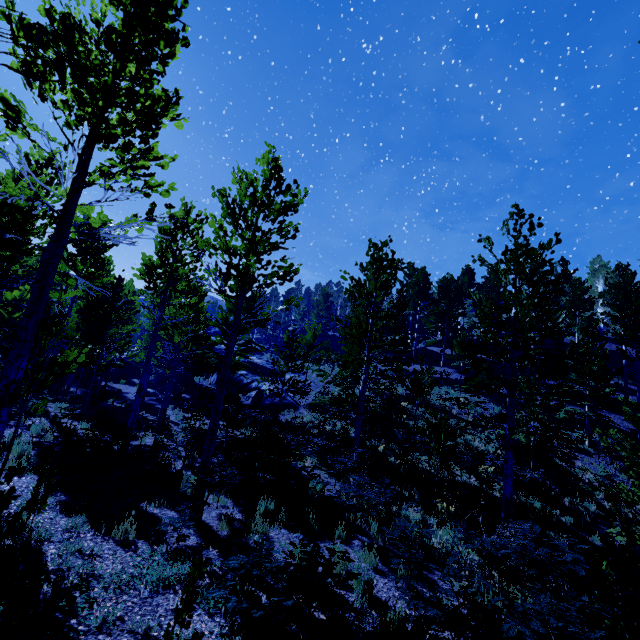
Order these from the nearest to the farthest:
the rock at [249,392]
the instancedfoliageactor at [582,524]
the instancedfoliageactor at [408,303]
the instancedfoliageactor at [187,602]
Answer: the instancedfoliageactor at [187,602]
the instancedfoliageactor at [408,303]
the instancedfoliageactor at [582,524]
the rock at [249,392]

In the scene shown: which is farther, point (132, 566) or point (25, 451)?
point (25, 451)

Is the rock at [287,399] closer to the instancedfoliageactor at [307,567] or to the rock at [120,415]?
the instancedfoliageactor at [307,567]

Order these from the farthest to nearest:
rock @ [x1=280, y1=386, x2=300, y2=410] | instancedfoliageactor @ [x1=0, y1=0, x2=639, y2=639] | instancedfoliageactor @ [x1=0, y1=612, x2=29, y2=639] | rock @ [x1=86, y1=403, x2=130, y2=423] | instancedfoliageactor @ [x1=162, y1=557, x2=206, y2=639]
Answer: rock @ [x1=280, y1=386, x2=300, y2=410], rock @ [x1=86, y1=403, x2=130, y2=423], instancedfoliageactor @ [x1=0, y1=0, x2=639, y2=639], instancedfoliageactor @ [x1=162, y1=557, x2=206, y2=639], instancedfoliageactor @ [x1=0, y1=612, x2=29, y2=639]

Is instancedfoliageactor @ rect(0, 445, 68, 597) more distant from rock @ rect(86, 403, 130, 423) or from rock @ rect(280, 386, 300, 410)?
rock @ rect(86, 403, 130, 423)

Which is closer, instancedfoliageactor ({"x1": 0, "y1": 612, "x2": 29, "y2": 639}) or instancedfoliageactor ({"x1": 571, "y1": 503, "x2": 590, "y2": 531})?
instancedfoliageactor ({"x1": 0, "y1": 612, "x2": 29, "y2": 639})

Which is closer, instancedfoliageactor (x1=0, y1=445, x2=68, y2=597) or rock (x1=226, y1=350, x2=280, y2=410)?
instancedfoliageactor (x1=0, y1=445, x2=68, y2=597)
